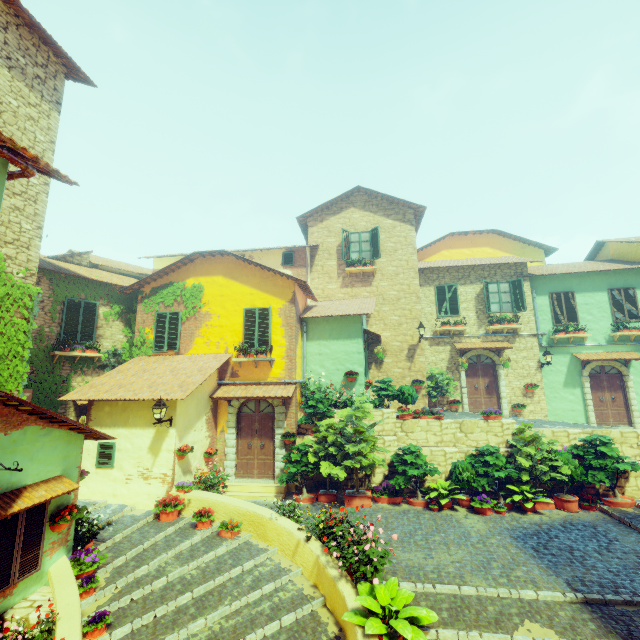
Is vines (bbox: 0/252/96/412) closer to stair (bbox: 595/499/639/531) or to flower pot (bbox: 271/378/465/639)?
stair (bbox: 595/499/639/531)

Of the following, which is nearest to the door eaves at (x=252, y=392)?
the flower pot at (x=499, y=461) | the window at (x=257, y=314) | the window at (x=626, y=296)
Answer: the window at (x=257, y=314)

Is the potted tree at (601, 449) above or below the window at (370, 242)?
below

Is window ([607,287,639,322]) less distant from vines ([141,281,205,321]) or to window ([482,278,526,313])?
window ([482,278,526,313])

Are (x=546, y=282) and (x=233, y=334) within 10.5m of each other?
no

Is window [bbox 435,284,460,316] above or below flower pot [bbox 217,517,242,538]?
above

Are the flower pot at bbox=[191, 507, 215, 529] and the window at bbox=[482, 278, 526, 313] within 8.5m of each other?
no

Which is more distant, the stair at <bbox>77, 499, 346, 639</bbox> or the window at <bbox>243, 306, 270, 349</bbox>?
the window at <bbox>243, 306, 270, 349</bbox>
